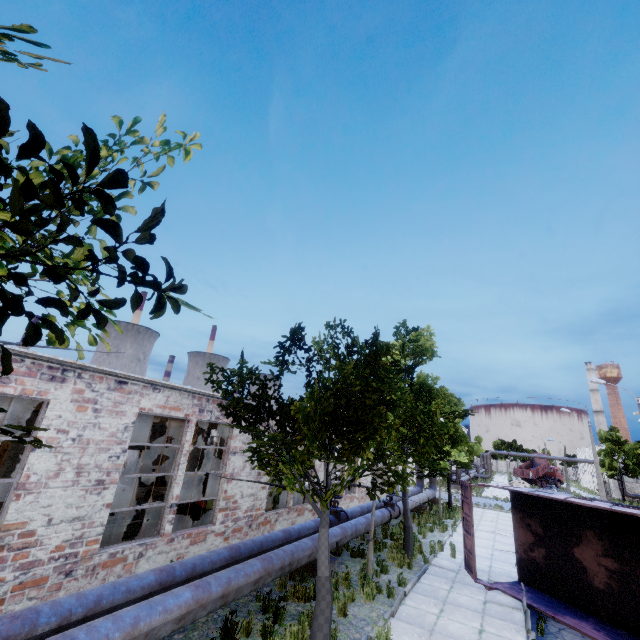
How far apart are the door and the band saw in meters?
10.2 m

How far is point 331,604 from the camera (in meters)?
6.93

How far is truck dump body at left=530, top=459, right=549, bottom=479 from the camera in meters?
56.4 m

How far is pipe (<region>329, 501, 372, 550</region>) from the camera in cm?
1046

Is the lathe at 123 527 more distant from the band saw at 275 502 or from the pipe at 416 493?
the pipe at 416 493

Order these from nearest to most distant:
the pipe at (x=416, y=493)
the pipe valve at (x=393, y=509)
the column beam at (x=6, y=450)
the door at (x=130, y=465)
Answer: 1. the column beam at (x=6, y=450)
2. the pipe valve at (x=393, y=509)
3. the pipe at (x=416, y=493)
4. the door at (x=130, y=465)

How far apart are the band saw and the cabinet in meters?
1.0 m

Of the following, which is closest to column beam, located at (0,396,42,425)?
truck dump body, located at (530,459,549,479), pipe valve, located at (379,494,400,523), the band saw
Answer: the band saw
